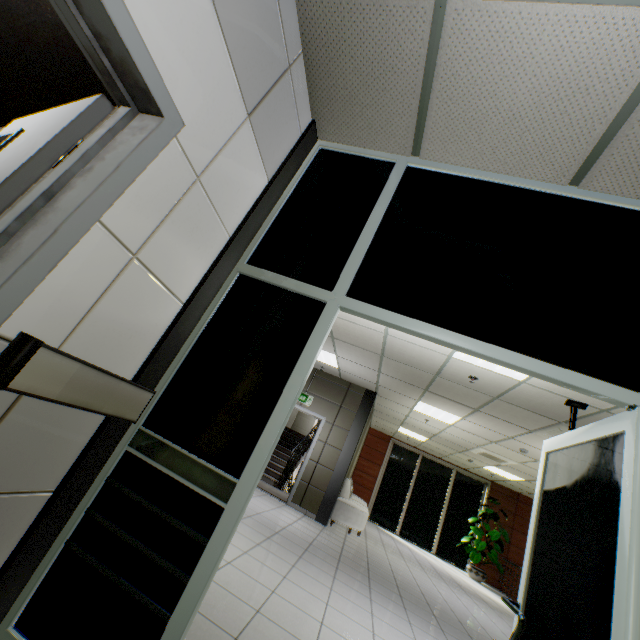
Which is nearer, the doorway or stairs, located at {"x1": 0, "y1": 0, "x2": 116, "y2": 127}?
the doorway

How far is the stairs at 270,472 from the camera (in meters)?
8.49

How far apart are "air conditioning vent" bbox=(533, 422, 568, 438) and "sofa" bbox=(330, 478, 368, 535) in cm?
436

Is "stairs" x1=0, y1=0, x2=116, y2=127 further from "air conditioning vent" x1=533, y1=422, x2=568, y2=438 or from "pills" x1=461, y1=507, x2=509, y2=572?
"pills" x1=461, y1=507, x2=509, y2=572

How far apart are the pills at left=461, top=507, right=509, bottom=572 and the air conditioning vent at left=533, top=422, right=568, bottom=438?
6.67m

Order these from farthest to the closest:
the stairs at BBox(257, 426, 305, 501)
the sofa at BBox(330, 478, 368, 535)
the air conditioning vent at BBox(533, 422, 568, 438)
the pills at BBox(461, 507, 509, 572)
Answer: the pills at BBox(461, 507, 509, 572) < the stairs at BBox(257, 426, 305, 501) < the sofa at BBox(330, 478, 368, 535) < the air conditioning vent at BBox(533, 422, 568, 438)

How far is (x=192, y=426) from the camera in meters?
1.6 m

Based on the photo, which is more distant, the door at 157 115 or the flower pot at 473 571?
the flower pot at 473 571
